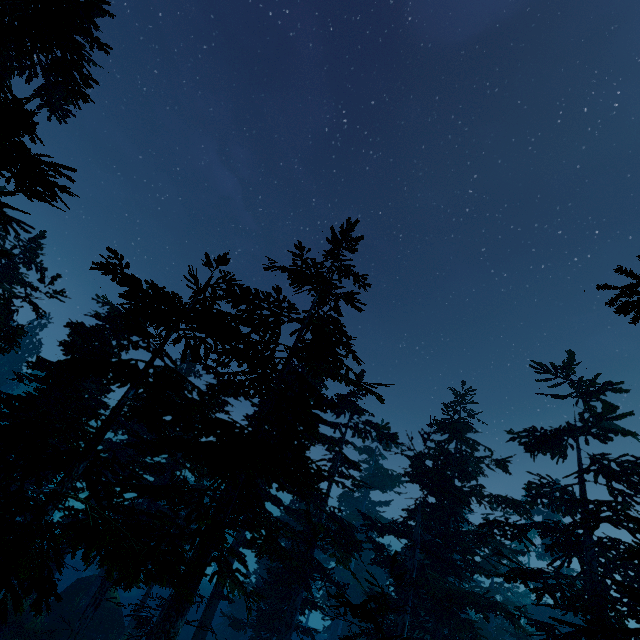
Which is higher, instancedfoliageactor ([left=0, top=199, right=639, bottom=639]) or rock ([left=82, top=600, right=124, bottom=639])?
instancedfoliageactor ([left=0, top=199, right=639, bottom=639])

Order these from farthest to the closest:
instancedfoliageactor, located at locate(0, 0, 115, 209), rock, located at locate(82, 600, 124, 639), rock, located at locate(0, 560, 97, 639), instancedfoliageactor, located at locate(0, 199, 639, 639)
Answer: rock, located at locate(82, 600, 124, 639), rock, located at locate(0, 560, 97, 639), instancedfoliageactor, located at locate(0, 199, 639, 639), instancedfoliageactor, located at locate(0, 0, 115, 209)

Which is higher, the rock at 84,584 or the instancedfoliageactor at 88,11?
the instancedfoliageactor at 88,11

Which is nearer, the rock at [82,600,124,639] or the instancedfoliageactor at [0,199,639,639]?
the instancedfoliageactor at [0,199,639,639]

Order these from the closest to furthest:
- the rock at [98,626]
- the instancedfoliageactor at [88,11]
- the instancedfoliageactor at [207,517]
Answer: the instancedfoliageactor at [88,11], the instancedfoliageactor at [207,517], the rock at [98,626]

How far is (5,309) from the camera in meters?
14.5
